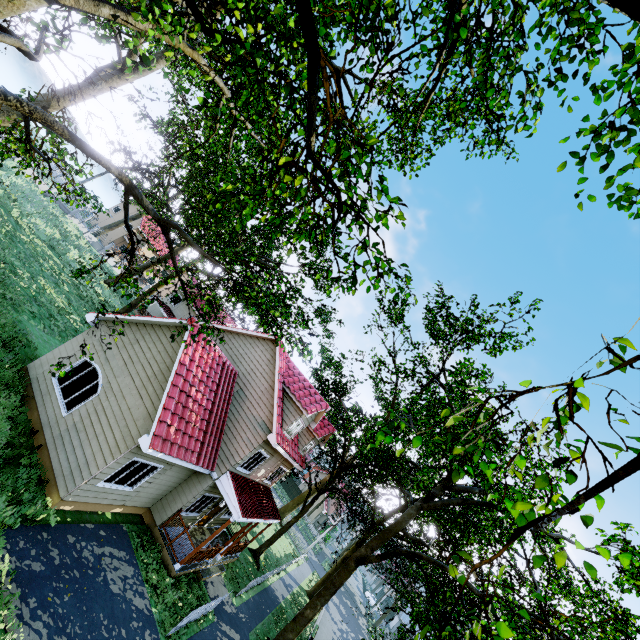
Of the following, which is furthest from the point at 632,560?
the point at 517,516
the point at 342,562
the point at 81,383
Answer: the point at 342,562

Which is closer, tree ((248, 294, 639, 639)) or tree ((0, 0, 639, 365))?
tree ((248, 294, 639, 639))

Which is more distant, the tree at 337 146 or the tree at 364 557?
the tree at 337 146
